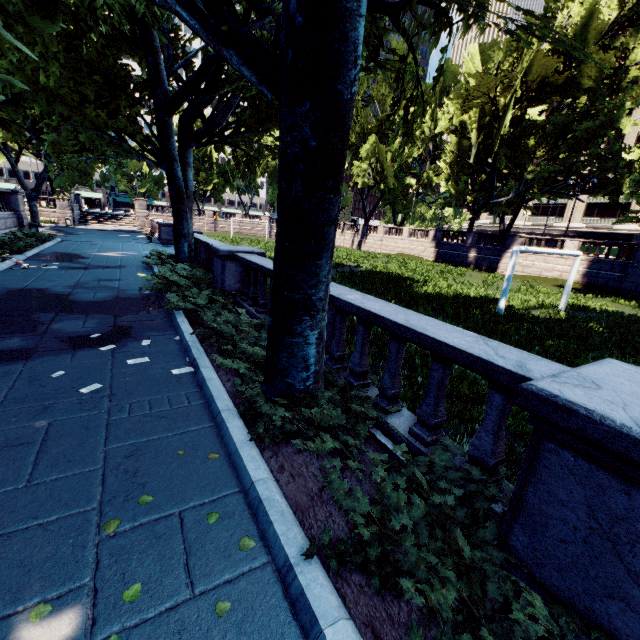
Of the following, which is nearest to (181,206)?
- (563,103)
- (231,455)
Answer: (231,455)

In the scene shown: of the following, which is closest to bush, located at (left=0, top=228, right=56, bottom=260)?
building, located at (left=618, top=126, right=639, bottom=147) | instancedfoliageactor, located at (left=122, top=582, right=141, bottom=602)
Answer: instancedfoliageactor, located at (left=122, top=582, right=141, bottom=602)

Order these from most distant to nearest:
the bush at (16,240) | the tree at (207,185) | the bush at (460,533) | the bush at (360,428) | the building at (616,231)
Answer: the building at (616,231), the bush at (16,240), the bush at (360,428), the tree at (207,185), the bush at (460,533)

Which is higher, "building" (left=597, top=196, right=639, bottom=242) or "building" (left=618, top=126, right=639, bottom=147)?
"building" (left=618, top=126, right=639, bottom=147)

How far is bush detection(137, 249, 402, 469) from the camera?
3.74m

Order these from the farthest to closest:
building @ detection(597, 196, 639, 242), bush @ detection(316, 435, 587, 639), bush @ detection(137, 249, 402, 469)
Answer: building @ detection(597, 196, 639, 242), bush @ detection(137, 249, 402, 469), bush @ detection(316, 435, 587, 639)

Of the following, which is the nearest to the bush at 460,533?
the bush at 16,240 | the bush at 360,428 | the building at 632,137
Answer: the bush at 360,428

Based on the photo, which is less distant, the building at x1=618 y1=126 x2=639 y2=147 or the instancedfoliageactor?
the instancedfoliageactor
